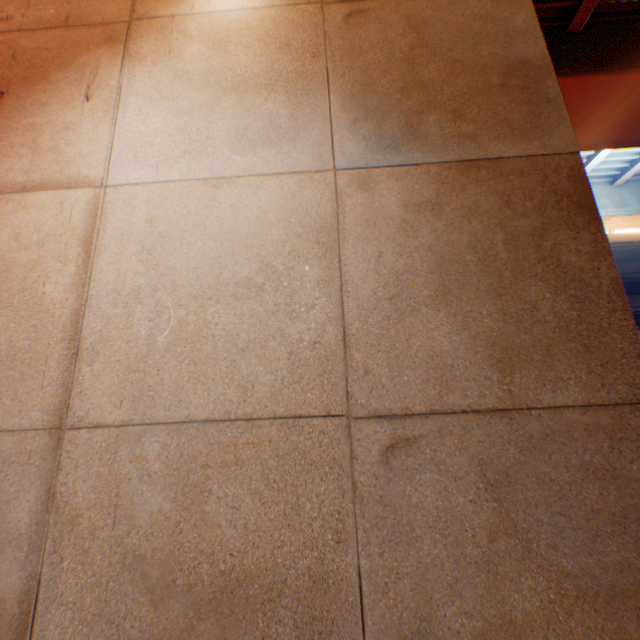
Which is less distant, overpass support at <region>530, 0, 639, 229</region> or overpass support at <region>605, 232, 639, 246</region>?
overpass support at <region>530, 0, 639, 229</region>

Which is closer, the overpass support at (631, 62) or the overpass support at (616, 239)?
the overpass support at (631, 62)

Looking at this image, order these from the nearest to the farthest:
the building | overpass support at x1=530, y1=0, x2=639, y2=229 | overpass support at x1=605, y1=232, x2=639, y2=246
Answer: overpass support at x1=530, y1=0, x2=639, y2=229 < overpass support at x1=605, y1=232, x2=639, y2=246 < the building

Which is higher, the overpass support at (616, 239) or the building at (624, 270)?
the building at (624, 270)

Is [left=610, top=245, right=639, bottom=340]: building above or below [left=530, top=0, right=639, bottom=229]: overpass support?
above

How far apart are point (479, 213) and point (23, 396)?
2.8m

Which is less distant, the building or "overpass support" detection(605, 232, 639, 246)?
"overpass support" detection(605, 232, 639, 246)
